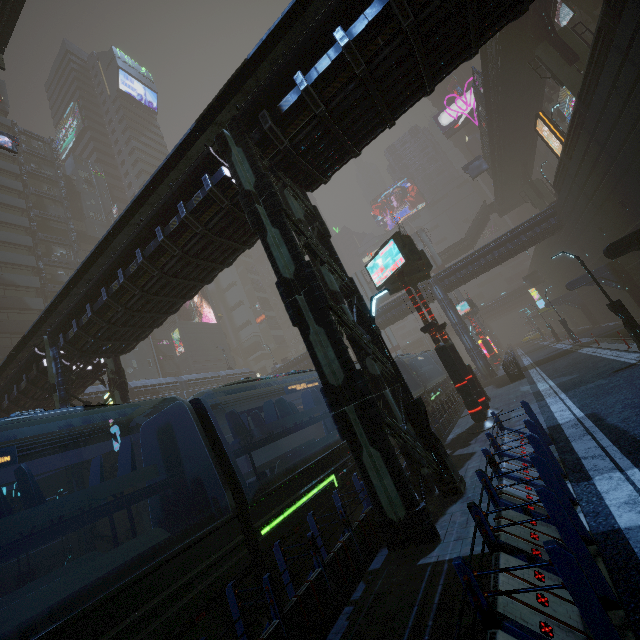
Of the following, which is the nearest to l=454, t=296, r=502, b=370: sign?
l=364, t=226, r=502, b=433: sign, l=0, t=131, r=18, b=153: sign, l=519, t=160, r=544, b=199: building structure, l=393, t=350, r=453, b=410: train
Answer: l=519, t=160, r=544, b=199: building structure

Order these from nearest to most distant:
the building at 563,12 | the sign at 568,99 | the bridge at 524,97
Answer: the bridge at 524,97, the building at 563,12, the sign at 568,99

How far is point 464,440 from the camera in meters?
13.1

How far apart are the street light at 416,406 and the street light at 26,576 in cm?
1447

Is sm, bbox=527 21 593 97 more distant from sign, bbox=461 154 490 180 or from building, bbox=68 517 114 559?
sign, bbox=461 154 490 180

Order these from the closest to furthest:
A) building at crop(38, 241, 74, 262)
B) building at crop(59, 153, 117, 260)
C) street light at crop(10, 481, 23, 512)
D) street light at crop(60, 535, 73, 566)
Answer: street light at crop(10, 481, 23, 512), street light at crop(60, 535, 73, 566), building at crop(38, 241, 74, 262), building at crop(59, 153, 117, 260)

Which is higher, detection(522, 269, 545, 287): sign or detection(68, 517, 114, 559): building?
detection(522, 269, 545, 287): sign

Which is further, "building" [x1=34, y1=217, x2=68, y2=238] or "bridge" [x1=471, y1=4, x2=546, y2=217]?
"building" [x1=34, y1=217, x2=68, y2=238]
